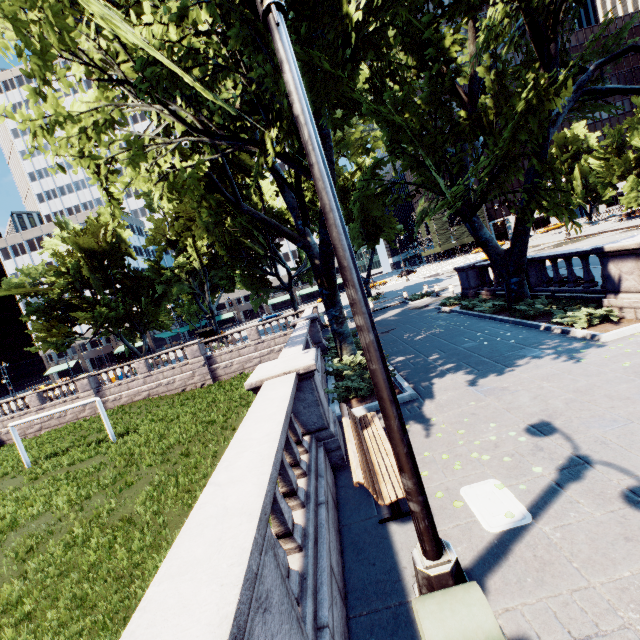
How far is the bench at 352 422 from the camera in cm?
455

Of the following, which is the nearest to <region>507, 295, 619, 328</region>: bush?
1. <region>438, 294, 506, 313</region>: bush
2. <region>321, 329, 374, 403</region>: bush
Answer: <region>438, 294, 506, 313</region>: bush

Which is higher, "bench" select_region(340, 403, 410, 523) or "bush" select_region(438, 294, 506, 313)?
"bench" select_region(340, 403, 410, 523)

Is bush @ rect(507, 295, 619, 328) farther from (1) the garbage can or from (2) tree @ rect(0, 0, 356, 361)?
(1) the garbage can

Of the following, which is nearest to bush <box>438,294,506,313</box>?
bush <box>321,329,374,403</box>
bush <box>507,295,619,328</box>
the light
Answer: bush <box>507,295,619,328</box>

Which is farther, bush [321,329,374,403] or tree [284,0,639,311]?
bush [321,329,374,403]

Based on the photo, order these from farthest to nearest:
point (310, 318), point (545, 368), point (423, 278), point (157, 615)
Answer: point (423, 278)
point (310, 318)
point (545, 368)
point (157, 615)

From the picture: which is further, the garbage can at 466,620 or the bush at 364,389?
the bush at 364,389
